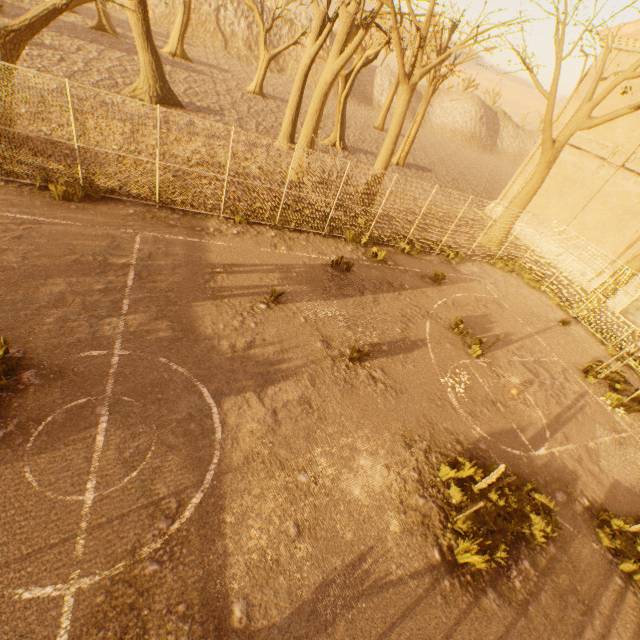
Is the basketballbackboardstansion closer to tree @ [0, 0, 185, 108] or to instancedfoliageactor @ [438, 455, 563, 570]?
tree @ [0, 0, 185, 108]

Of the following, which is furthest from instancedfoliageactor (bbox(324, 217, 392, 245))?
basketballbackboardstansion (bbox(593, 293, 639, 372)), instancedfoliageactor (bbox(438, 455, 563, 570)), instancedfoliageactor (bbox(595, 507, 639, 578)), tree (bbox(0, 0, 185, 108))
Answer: instancedfoliageactor (bbox(595, 507, 639, 578))

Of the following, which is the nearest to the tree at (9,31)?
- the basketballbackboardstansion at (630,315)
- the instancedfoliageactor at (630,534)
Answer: the basketballbackboardstansion at (630,315)

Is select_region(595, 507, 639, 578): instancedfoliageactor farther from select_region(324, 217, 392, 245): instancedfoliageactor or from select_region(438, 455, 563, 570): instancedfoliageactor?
select_region(324, 217, 392, 245): instancedfoliageactor

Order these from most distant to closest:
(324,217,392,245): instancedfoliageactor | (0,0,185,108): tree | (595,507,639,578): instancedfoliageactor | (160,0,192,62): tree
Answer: (160,0,192,62): tree, (324,217,392,245): instancedfoliageactor, (0,0,185,108): tree, (595,507,639,578): instancedfoliageactor

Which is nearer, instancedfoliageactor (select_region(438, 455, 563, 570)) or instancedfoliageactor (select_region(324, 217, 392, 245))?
instancedfoliageactor (select_region(438, 455, 563, 570))

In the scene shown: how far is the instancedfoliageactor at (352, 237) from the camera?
13.3m

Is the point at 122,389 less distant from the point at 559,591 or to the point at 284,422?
the point at 284,422
